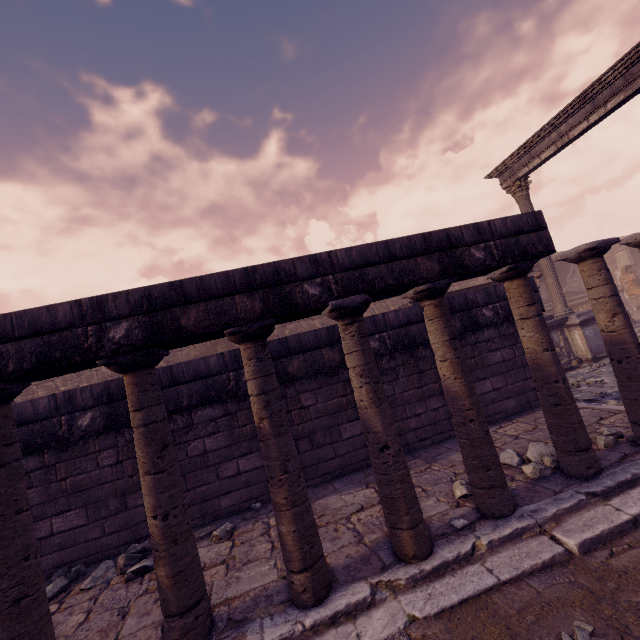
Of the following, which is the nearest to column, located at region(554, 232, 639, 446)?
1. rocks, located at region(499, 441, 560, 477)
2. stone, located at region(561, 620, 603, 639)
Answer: rocks, located at region(499, 441, 560, 477)

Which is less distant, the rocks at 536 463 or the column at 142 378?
the column at 142 378

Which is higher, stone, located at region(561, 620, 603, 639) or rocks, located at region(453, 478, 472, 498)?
rocks, located at region(453, 478, 472, 498)

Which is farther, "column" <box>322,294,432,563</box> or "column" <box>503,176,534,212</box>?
"column" <box>503,176,534,212</box>

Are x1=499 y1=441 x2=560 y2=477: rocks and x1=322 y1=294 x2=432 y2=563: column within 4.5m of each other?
yes

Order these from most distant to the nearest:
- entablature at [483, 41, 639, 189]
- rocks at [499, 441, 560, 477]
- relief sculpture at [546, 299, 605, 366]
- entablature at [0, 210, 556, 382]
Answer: relief sculpture at [546, 299, 605, 366], entablature at [483, 41, 639, 189], rocks at [499, 441, 560, 477], entablature at [0, 210, 556, 382]

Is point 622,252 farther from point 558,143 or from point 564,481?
point 564,481

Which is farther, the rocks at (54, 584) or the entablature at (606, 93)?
the entablature at (606, 93)
